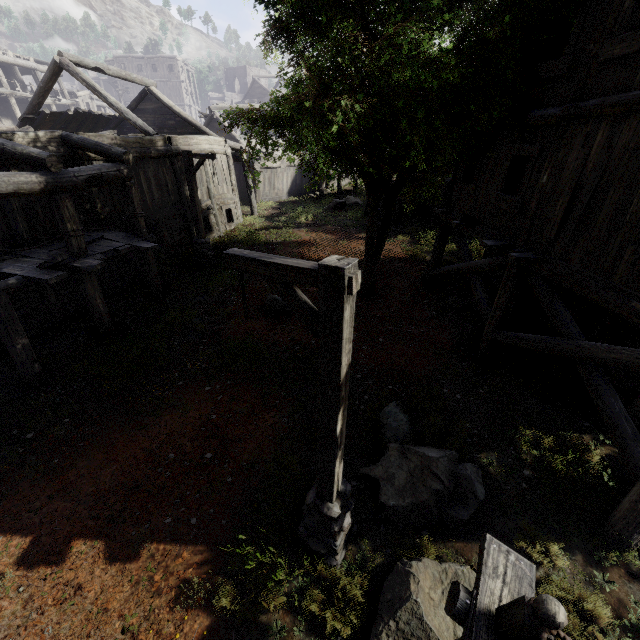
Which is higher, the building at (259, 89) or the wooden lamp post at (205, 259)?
the building at (259, 89)

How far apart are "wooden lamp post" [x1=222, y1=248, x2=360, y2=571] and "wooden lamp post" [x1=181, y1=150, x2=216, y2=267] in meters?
10.9 m

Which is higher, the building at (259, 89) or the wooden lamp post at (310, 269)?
the building at (259, 89)

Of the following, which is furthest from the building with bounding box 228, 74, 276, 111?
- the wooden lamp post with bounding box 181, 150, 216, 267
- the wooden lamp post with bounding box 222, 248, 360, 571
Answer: the wooden lamp post with bounding box 222, 248, 360, 571

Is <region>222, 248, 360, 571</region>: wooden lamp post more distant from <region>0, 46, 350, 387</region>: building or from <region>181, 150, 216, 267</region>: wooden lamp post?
<region>181, 150, 216, 267</region>: wooden lamp post

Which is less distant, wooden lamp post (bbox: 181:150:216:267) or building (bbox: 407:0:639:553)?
building (bbox: 407:0:639:553)

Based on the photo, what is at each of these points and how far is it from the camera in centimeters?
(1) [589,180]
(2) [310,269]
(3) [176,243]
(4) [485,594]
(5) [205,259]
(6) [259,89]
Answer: (1) building, 580cm
(2) wooden lamp post, 312cm
(3) building, 1562cm
(4) building, 297cm
(5) wooden lamp post, 1478cm
(6) building, 4750cm
